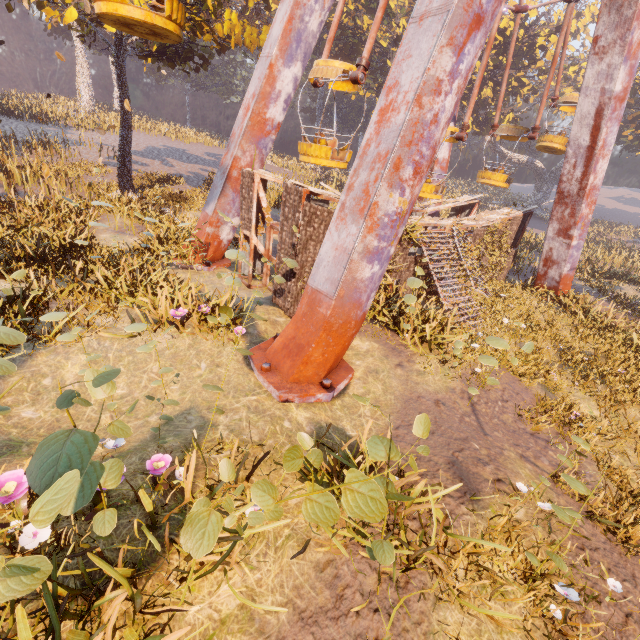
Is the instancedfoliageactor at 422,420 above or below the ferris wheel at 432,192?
below

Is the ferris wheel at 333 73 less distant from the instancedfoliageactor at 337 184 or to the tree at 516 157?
the instancedfoliageactor at 337 184

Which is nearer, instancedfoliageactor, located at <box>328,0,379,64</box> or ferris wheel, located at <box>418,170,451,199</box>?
ferris wheel, located at <box>418,170,451,199</box>

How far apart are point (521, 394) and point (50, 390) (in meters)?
11.28

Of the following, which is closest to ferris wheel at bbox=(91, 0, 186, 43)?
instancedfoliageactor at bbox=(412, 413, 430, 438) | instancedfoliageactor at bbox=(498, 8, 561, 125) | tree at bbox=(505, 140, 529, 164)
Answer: instancedfoliageactor at bbox=(412, 413, 430, 438)

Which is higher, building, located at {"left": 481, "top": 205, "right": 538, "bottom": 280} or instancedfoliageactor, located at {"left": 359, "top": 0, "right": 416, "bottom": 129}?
instancedfoliageactor, located at {"left": 359, "top": 0, "right": 416, "bottom": 129}

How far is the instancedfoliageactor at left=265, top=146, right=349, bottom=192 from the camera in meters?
13.4

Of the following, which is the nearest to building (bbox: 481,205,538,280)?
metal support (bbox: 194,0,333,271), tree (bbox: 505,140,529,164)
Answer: metal support (bbox: 194,0,333,271)
